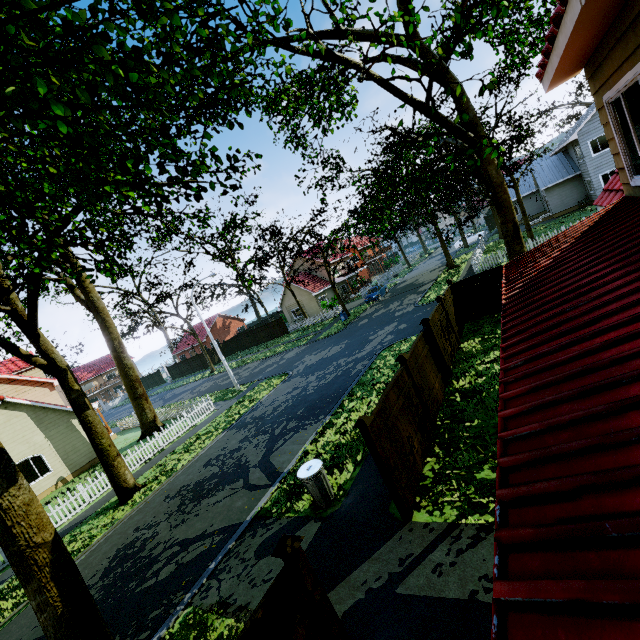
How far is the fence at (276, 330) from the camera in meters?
41.8

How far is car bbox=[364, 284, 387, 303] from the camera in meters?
35.5

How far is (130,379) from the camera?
22.0m

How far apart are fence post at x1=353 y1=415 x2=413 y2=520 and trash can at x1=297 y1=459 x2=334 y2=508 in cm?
184

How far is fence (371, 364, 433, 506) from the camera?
6.46m

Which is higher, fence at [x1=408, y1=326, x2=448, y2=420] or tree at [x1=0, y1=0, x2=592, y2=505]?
tree at [x1=0, y1=0, x2=592, y2=505]

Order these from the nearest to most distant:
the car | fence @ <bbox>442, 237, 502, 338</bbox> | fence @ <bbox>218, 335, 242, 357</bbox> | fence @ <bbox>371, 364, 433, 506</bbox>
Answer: fence @ <bbox>371, 364, 433, 506</bbox> < fence @ <bbox>442, 237, 502, 338</bbox> < the car < fence @ <bbox>218, 335, 242, 357</bbox>

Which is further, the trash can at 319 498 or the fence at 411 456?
the trash can at 319 498
